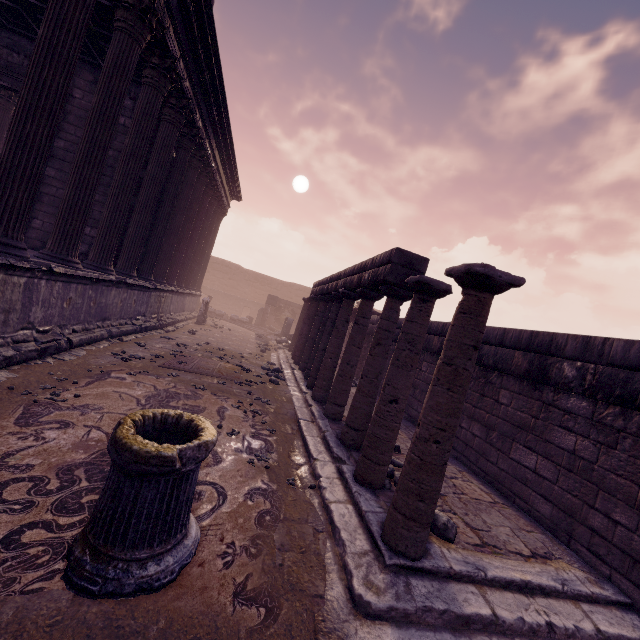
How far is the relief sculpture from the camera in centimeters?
2523cm

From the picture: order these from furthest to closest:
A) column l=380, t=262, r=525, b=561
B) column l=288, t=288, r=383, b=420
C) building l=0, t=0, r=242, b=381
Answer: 1. column l=288, t=288, r=383, b=420
2. building l=0, t=0, r=242, b=381
3. column l=380, t=262, r=525, b=561

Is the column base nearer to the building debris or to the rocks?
the rocks

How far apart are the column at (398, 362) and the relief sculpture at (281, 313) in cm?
2128

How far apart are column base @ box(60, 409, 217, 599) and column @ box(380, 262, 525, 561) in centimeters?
158cm

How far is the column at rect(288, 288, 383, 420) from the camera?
6.1m

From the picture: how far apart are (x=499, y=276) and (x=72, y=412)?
4.8m

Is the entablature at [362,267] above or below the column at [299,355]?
above
